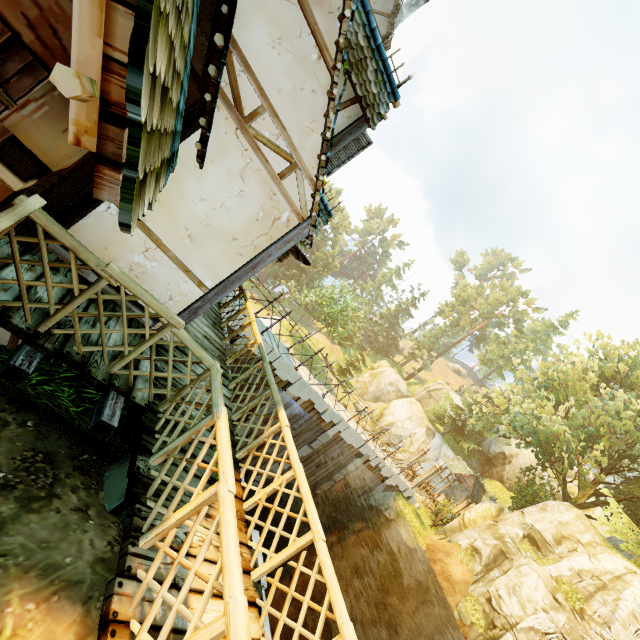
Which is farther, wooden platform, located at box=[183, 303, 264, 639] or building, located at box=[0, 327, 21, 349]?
building, located at box=[0, 327, 21, 349]

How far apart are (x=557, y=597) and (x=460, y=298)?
49.0m

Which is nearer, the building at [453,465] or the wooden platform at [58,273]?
the wooden platform at [58,273]

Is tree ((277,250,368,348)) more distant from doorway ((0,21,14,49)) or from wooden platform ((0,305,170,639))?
doorway ((0,21,14,49))

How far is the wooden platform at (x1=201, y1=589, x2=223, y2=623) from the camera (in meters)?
2.91

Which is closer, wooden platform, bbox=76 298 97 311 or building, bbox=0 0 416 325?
building, bbox=0 0 416 325

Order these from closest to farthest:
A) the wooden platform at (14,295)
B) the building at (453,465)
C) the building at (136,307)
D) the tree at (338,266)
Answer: the wooden platform at (14,295)
the building at (136,307)
the building at (453,465)
the tree at (338,266)

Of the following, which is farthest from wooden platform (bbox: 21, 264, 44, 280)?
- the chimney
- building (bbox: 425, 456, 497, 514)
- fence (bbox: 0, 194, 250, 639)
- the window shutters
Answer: building (bbox: 425, 456, 497, 514)
